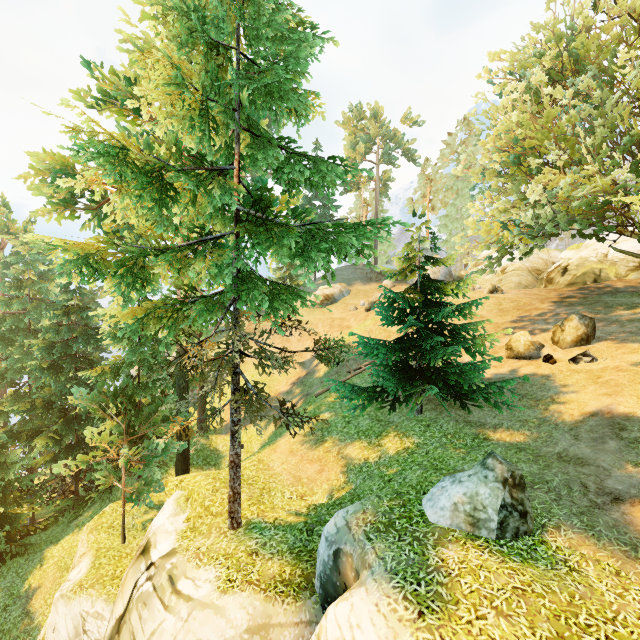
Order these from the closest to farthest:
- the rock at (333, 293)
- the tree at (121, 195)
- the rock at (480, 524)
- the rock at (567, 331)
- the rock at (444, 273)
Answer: the rock at (480, 524)
the tree at (121, 195)
the rock at (567, 331)
the rock at (444, 273)
the rock at (333, 293)

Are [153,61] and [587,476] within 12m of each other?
no

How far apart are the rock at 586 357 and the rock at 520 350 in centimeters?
120cm

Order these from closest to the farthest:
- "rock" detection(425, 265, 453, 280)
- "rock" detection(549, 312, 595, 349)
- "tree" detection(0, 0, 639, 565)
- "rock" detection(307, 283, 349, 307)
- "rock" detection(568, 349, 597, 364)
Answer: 1. "tree" detection(0, 0, 639, 565)
2. "rock" detection(568, 349, 597, 364)
3. "rock" detection(549, 312, 595, 349)
4. "rock" detection(425, 265, 453, 280)
5. "rock" detection(307, 283, 349, 307)

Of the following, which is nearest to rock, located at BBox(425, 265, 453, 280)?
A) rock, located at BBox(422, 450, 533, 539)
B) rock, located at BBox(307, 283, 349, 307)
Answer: rock, located at BBox(307, 283, 349, 307)

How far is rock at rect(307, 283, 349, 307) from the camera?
36.00m

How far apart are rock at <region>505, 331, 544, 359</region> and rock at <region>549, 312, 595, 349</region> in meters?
0.4 m

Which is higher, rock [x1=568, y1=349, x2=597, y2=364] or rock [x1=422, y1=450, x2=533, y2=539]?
rock [x1=568, y1=349, x2=597, y2=364]
